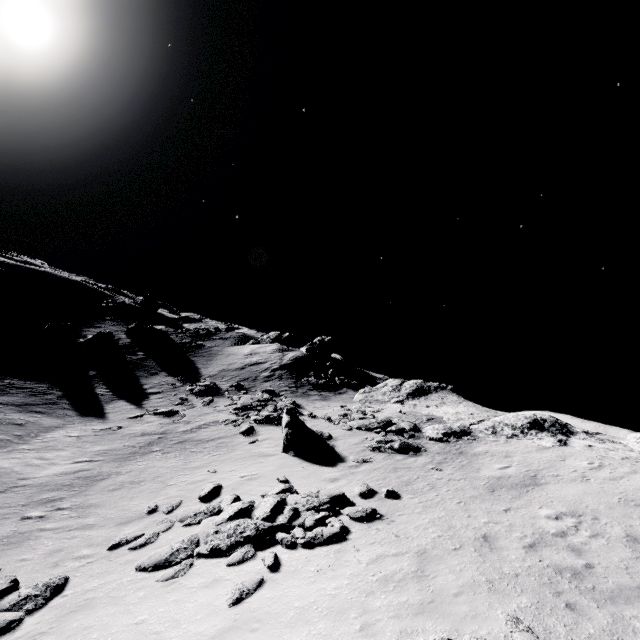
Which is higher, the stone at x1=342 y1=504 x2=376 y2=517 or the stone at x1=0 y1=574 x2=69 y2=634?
the stone at x1=342 y1=504 x2=376 y2=517

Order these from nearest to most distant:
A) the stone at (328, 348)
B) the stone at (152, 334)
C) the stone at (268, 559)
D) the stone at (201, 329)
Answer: the stone at (268, 559)
the stone at (328, 348)
the stone at (152, 334)
the stone at (201, 329)

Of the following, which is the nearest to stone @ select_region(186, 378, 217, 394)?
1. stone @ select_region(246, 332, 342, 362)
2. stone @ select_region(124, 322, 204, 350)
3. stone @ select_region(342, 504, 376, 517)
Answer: stone @ select_region(246, 332, 342, 362)

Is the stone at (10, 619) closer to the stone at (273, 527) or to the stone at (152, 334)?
the stone at (273, 527)

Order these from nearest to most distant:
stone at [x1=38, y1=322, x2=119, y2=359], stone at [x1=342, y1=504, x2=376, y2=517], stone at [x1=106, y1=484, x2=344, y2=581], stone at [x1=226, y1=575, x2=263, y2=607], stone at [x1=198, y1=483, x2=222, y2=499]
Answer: stone at [x1=226, y1=575, x2=263, y2=607] → stone at [x1=106, y1=484, x2=344, y2=581] → stone at [x1=342, y1=504, x2=376, y2=517] → stone at [x1=198, y1=483, x2=222, y2=499] → stone at [x1=38, y1=322, x2=119, y2=359]

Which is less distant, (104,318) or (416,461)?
(416,461)

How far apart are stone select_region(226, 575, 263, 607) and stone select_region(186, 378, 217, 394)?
23.0 meters

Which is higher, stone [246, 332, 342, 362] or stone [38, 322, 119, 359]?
stone [246, 332, 342, 362]
